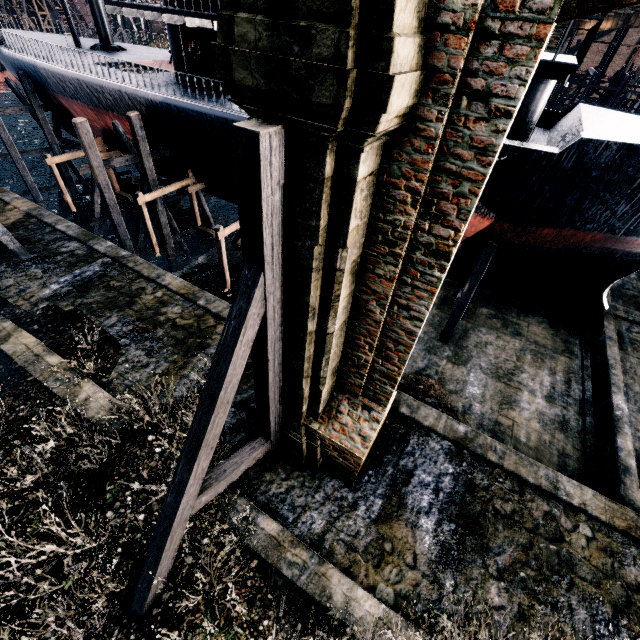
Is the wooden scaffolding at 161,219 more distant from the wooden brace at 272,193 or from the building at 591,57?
the building at 591,57

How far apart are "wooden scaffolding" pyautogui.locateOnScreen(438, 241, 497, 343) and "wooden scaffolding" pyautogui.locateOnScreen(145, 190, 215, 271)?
18.1m

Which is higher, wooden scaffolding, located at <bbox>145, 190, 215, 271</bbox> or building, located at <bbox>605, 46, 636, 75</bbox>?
building, located at <bbox>605, 46, 636, 75</bbox>

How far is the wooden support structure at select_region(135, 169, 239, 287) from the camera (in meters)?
17.27

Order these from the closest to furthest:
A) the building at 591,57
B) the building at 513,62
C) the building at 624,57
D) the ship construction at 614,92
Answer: the building at 513,62 → the ship construction at 614,92 → the building at 624,57 → the building at 591,57

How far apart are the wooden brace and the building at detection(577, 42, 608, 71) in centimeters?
8397cm

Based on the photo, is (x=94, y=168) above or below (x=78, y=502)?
above

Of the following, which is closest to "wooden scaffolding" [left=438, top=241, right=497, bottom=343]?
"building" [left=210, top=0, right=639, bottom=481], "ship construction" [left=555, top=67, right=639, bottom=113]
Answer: "ship construction" [left=555, top=67, right=639, bottom=113]
